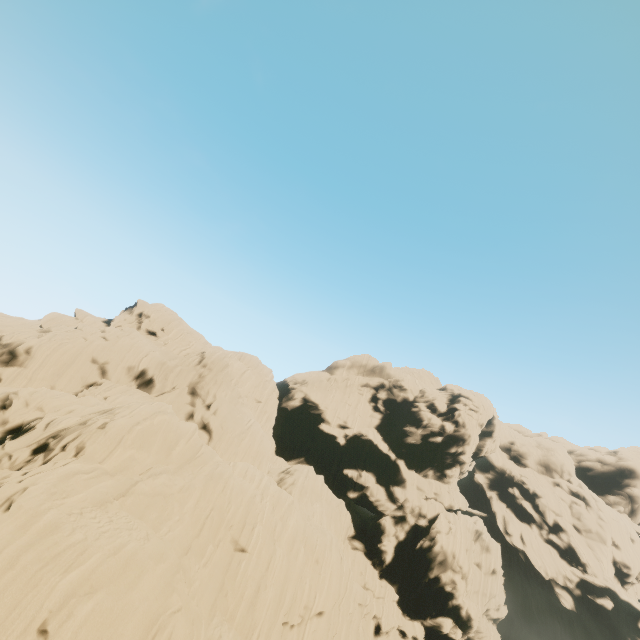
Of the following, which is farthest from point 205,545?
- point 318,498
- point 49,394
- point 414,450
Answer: point 414,450
